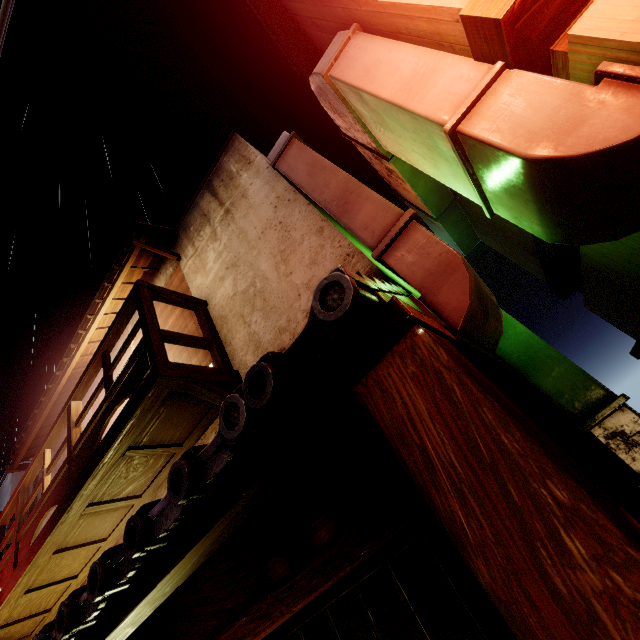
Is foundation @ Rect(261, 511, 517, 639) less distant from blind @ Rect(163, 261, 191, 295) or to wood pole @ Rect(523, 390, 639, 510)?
blind @ Rect(163, 261, 191, 295)

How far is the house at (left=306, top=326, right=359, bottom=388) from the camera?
2.8 meters

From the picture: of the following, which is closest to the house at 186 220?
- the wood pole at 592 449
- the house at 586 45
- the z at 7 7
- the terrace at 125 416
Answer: the terrace at 125 416

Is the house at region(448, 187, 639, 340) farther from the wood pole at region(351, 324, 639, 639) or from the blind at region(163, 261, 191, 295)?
the blind at region(163, 261, 191, 295)

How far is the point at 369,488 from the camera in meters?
2.8 m

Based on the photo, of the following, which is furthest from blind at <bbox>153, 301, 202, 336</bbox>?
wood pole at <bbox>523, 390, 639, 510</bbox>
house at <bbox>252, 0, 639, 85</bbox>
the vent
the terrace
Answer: the vent

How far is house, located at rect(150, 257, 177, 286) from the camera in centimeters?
1043cm

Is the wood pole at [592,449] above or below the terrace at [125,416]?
below
